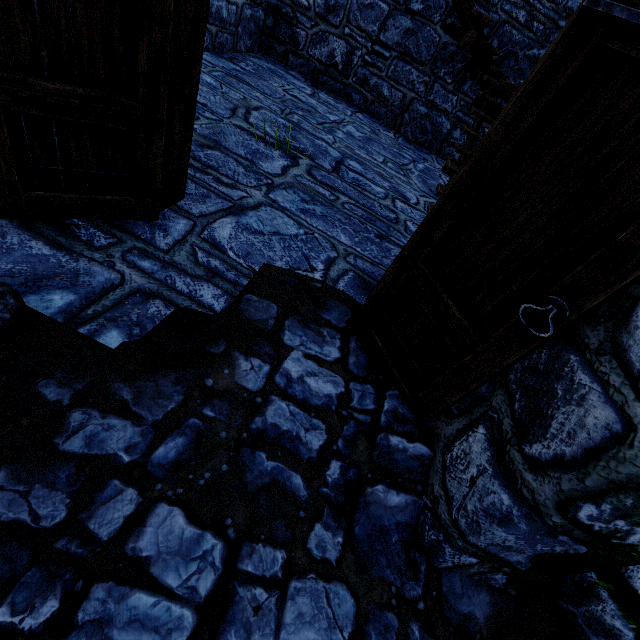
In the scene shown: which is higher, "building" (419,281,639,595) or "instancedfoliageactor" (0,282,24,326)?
"building" (419,281,639,595)

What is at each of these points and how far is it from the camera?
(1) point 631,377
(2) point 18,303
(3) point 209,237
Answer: (1) building, 1.0 meters
(2) instancedfoliageactor, 1.5 meters
(3) building, 2.4 meters

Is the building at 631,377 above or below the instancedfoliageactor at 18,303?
above

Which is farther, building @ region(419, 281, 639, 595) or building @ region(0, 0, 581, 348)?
building @ region(0, 0, 581, 348)

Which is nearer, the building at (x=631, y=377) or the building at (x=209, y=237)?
the building at (x=631, y=377)
